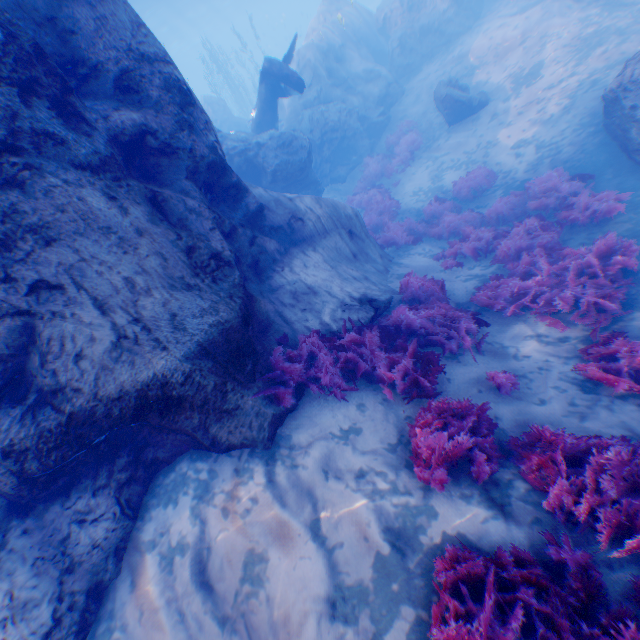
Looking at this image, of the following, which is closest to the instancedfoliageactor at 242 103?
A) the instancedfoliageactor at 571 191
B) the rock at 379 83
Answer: the rock at 379 83

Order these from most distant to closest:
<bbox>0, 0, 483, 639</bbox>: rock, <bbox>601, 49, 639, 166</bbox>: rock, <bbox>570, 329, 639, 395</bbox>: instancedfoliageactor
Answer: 1. <bbox>601, 49, 639, 166</bbox>: rock
2. <bbox>570, 329, 639, 395</bbox>: instancedfoliageactor
3. <bbox>0, 0, 483, 639</bbox>: rock

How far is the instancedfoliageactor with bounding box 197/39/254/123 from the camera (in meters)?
29.52

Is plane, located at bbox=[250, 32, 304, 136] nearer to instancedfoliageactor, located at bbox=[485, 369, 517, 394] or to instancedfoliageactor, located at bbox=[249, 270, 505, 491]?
instancedfoliageactor, located at bbox=[249, 270, 505, 491]

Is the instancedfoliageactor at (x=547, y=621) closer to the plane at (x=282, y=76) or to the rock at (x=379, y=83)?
the rock at (x=379, y=83)

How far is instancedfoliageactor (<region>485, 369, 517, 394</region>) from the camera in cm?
467

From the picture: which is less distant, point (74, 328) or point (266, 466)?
point (74, 328)
